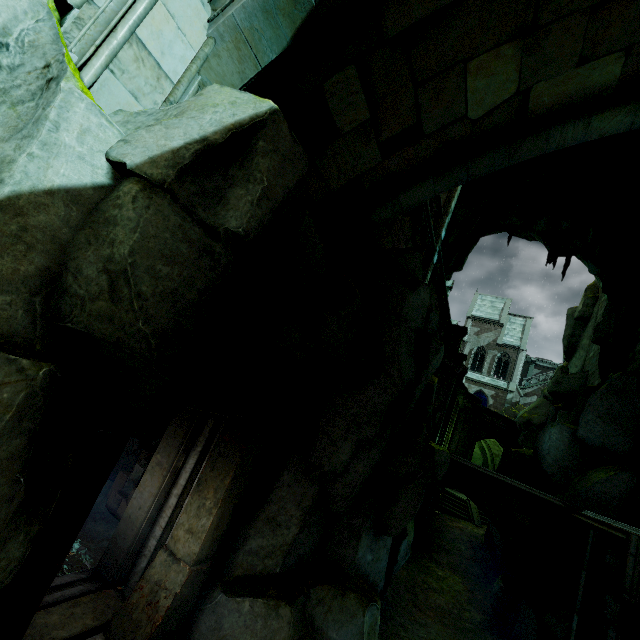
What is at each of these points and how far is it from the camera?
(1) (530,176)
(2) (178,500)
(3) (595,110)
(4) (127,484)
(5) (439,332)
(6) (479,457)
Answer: (1) rock, 19.4 meters
(2) trim, 5.7 meters
(3) bridge, 4.6 meters
(4) brick, 7.5 meters
(5) archway, 17.2 meters
(6) rock, 35.6 meters

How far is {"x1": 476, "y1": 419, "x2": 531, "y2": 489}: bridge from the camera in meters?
32.0

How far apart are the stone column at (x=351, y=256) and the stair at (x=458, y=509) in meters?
22.9 m

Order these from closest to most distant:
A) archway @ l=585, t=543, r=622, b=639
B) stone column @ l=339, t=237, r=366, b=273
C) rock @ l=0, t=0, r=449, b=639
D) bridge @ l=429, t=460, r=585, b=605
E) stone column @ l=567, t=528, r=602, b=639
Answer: rock @ l=0, t=0, r=449, b=639
stone column @ l=339, t=237, r=366, b=273
archway @ l=585, t=543, r=622, b=639
stone column @ l=567, t=528, r=602, b=639
bridge @ l=429, t=460, r=585, b=605

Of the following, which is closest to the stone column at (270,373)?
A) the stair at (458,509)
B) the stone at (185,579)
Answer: the stone at (185,579)

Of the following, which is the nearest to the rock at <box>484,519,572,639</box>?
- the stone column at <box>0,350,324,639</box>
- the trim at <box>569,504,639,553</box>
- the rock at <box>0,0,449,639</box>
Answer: the trim at <box>569,504,639,553</box>

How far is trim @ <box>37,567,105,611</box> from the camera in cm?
477

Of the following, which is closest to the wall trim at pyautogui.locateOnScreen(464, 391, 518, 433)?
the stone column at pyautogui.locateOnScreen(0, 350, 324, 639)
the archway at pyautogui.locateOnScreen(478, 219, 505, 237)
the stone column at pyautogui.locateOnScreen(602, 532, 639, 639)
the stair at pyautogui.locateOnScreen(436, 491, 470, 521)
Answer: the stair at pyautogui.locateOnScreen(436, 491, 470, 521)
